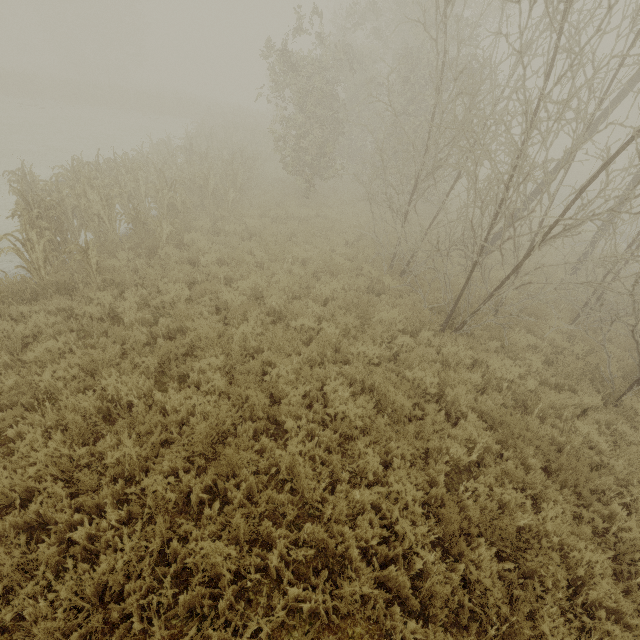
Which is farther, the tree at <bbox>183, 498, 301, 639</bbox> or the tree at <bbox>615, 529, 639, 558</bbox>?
the tree at <bbox>615, 529, 639, 558</bbox>

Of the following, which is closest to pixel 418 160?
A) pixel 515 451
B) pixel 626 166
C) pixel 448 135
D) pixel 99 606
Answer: pixel 448 135

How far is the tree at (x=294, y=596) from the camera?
3.46m

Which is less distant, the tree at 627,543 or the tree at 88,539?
the tree at 88,539

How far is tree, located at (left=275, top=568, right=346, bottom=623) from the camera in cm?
346
